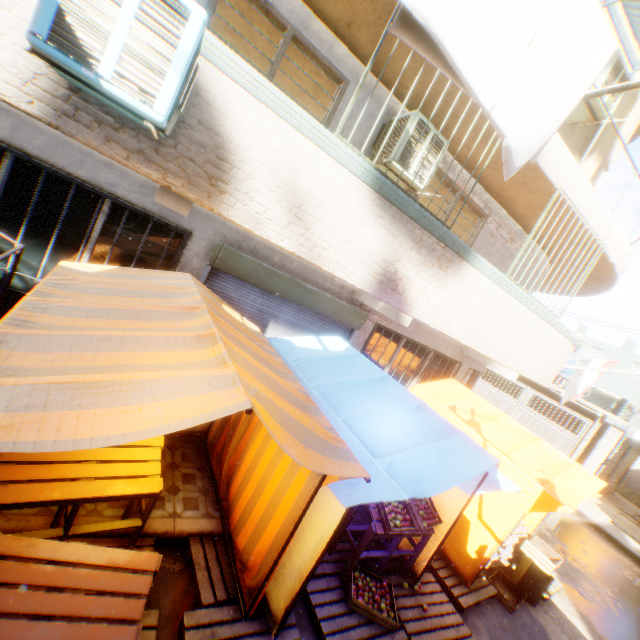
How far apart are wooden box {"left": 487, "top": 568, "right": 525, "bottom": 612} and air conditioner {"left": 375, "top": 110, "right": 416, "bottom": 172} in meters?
6.7 m

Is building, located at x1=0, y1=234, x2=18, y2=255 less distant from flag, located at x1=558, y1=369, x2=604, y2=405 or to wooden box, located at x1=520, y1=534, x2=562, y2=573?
flag, located at x1=558, y1=369, x2=604, y2=405

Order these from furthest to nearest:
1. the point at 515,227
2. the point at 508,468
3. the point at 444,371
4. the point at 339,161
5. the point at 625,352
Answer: the point at 625,352 → the point at 444,371 → the point at 515,227 → the point at 508,468 → the point at 339,161

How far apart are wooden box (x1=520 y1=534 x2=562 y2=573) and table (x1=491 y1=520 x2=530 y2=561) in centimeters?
7cm

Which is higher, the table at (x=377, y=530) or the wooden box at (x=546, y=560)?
the table at (x=377, y=530)

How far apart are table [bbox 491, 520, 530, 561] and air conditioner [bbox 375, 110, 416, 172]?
5.7m

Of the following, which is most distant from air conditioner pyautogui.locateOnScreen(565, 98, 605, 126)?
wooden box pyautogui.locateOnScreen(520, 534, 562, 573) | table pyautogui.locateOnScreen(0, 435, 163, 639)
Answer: wooden box pyautogui.locateOnScreen(520, 534, 562, 573)

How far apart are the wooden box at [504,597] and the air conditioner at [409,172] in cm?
666
